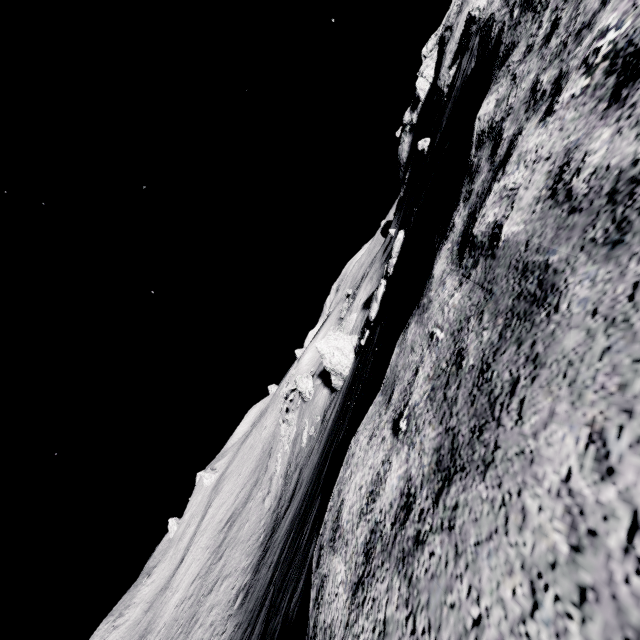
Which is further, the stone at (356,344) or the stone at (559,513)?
the stone at (356,344)

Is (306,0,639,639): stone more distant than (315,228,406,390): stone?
No

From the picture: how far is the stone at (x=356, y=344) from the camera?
14.01m

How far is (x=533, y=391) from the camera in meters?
1.2

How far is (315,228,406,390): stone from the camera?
14.01m
